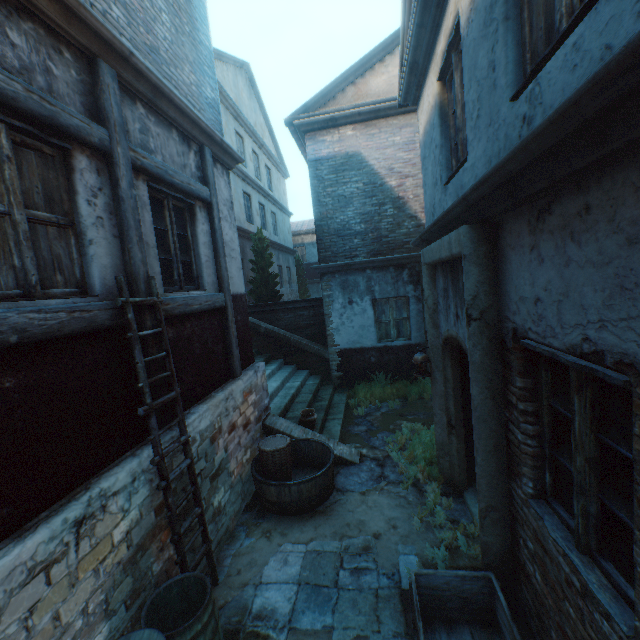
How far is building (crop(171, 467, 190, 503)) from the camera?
3.5 meters

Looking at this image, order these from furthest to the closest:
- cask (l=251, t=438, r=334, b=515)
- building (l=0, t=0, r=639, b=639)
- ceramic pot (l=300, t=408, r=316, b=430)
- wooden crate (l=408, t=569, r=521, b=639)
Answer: ceramic pot (l=300, t=408, r=316, b=430)
cask (l=251, t=438, r=334, b=515)
wooden crate (l=408, t=569, r=521, b=639)
building (l=0, t=0, r=639, b=639)

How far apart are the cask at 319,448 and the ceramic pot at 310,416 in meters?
0.6

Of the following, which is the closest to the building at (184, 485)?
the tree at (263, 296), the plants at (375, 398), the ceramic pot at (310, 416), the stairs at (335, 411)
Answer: the stairs at (335, 411)

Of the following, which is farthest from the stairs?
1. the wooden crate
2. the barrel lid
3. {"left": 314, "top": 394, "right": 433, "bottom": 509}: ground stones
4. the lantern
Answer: the barrel lid

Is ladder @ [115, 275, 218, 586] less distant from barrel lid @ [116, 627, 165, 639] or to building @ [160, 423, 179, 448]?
building @ [160, 423, 179, 448]

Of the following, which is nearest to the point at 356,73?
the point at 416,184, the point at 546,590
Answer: the point at 416,184

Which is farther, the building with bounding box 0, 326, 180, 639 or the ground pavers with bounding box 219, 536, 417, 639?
the ground pavers with bounding box 219, 536, 417, 639
